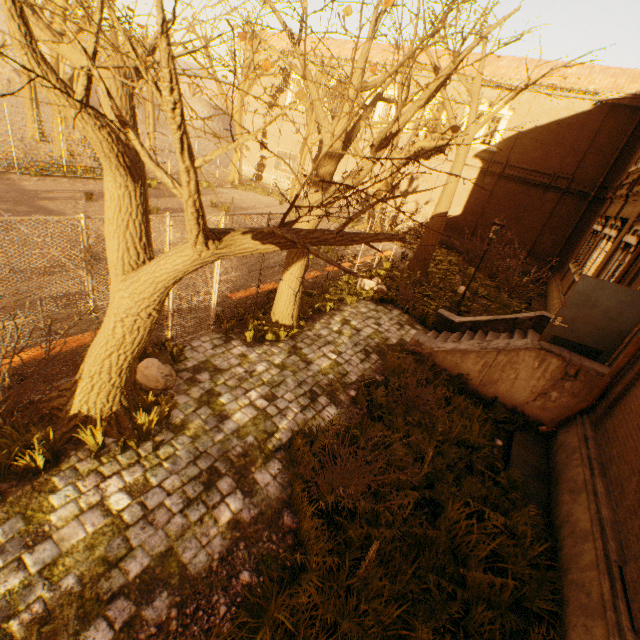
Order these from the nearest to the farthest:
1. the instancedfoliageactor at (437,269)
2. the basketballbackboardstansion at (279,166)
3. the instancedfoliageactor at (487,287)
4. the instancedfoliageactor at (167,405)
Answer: the instancedfoliageactor at (167,405) < the instancedfoliageactor at (437,269) < the instancedfoliageactor at (487,287) < the basketballbackboardstansion at (279,166)

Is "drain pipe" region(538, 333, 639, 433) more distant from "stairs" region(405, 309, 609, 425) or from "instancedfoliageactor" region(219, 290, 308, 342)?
"instancedfoliageactor" region(219, 290, 308, 342)

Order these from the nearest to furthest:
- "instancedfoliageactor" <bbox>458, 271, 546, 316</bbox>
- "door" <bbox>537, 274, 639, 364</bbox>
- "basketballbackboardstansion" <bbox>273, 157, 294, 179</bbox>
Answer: "door" <bbox>537, 274, 639, 364</bbox> → "instancedfoliageactor" <bbox>458, 271, 546, 316</bbox> → "basketballbackboardstansion" <bbox>273, 157, 294, 179</bbox>

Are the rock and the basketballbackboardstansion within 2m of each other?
no

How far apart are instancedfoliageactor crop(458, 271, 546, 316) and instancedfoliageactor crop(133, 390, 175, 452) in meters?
15.6

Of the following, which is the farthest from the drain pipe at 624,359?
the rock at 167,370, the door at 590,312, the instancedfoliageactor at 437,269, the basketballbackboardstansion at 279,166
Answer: the basketballbackboardstansion at 279,166

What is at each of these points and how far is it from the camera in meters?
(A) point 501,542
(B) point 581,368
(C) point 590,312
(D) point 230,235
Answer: (A) instancedfoliageactor, 4.7 m
(B) stairs, 6.9 m
(C) door, 6.9 m
(D) tree, 3.1 m

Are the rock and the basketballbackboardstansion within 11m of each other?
no
